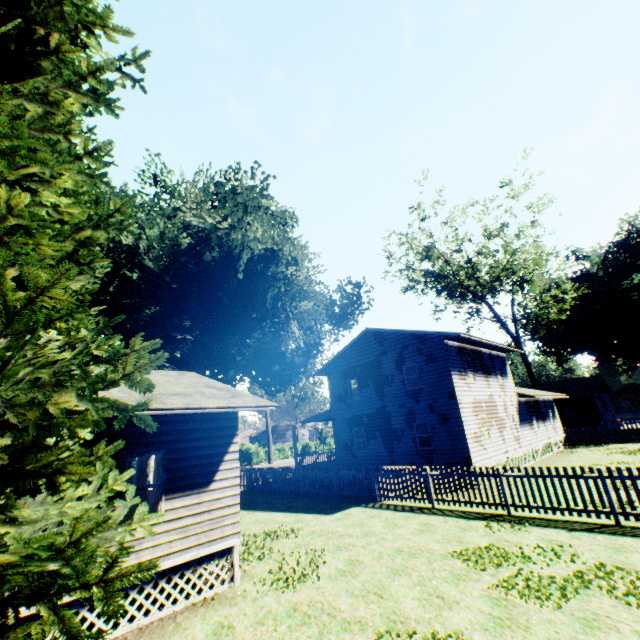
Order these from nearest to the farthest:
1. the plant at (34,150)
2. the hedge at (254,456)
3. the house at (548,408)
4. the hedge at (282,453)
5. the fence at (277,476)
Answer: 1. the plant at (34,150)
2. the fence at (277,476)
3. the house at (548,408)
4. the hedge at (254,456)
5. the hedge at (282,453)

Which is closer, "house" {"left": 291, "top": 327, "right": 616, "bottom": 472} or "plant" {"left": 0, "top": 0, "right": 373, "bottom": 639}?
"plant" {"left": 0, "top": 0, "right": 373, "bottom": 639}

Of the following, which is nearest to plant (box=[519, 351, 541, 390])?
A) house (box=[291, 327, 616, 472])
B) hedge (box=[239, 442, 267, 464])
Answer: house (box=[291, 327, 616, 472])

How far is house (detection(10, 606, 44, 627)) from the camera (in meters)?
5.89

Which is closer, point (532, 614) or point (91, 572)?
point (91, 572)

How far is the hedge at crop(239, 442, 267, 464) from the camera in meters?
49.3

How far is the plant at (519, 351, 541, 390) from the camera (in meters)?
35.47

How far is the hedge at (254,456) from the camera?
49.3m
